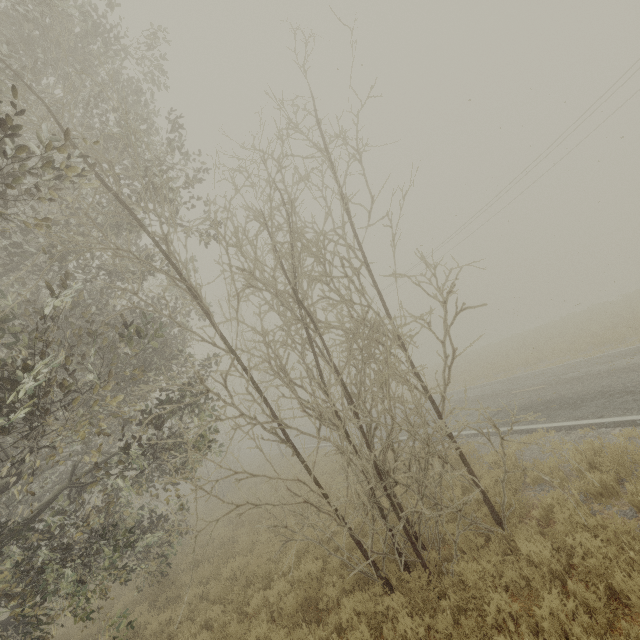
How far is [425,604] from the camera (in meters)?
5.13
